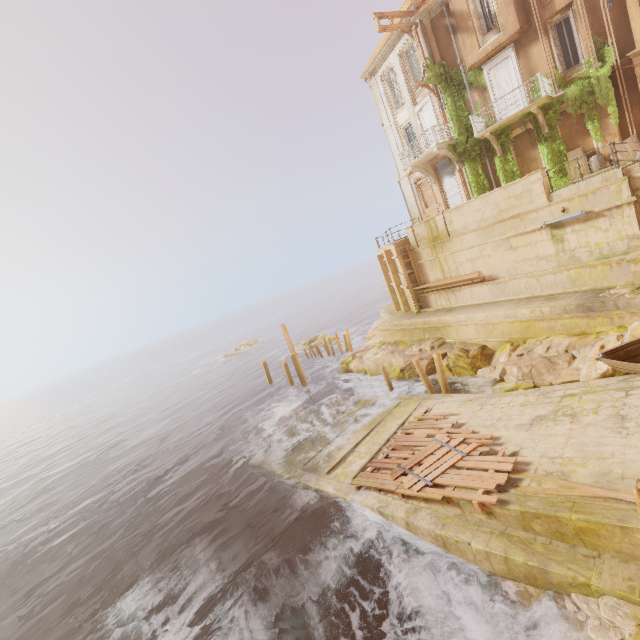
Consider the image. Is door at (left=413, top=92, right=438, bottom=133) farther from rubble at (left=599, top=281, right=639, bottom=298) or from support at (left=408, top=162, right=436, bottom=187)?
rubble at (left=599, top=281, right=639, bottom=298)

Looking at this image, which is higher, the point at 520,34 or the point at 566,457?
the point at 520,34

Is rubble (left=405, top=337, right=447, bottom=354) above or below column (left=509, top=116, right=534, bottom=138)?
below

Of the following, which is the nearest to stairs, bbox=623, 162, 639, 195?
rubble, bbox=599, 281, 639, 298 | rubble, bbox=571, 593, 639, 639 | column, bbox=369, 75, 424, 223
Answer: rubble, bbox=599, 281, 639, 298

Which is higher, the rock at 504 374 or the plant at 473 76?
the plant at 473 76

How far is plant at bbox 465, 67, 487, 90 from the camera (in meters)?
18.83

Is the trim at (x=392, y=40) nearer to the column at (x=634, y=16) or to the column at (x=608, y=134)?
the column at (x=634, y=16)

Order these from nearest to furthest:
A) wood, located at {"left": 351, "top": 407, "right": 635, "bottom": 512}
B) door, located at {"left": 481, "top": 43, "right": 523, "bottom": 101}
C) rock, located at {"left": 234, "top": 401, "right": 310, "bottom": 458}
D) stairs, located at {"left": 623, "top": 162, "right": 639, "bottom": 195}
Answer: wood, located at {"left": 351, "top": 407, "right": 635, "bottom": 512}
stairs, located at {"left": 623, "top": 162, "right": 639, "bottom": 195}
door, located at {"left": 481, "top": 43, "right": 523, "bottom": 101}
rock, located at {"left": 234, "top": 401, "right": 310, "bottom": 458}
